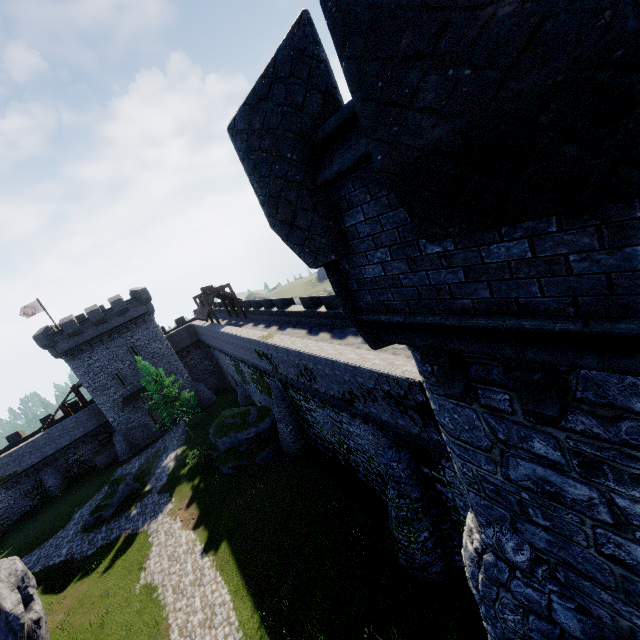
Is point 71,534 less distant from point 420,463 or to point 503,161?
point 420,463

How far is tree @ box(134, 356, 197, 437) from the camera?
32.0 meters

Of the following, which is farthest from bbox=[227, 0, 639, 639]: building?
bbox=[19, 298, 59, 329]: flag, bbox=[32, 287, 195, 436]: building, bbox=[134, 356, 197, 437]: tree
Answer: bbox=[19, 298, 59, 329]: flag

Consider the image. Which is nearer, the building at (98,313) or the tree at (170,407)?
the tree at (170,407)

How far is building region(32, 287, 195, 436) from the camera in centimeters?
3503cm

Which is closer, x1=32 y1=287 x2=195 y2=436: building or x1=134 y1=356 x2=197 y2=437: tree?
x1=134 y1=356 x2=197 y2=437: tree

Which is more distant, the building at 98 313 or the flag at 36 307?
the flag at 36 307

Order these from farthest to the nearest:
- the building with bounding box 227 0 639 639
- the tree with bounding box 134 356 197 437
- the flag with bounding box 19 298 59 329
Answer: the flag with bounding box 19 298 59 329, the tree with bounding box 134 356 197 437, the building with bounding box 227 0 639 639
